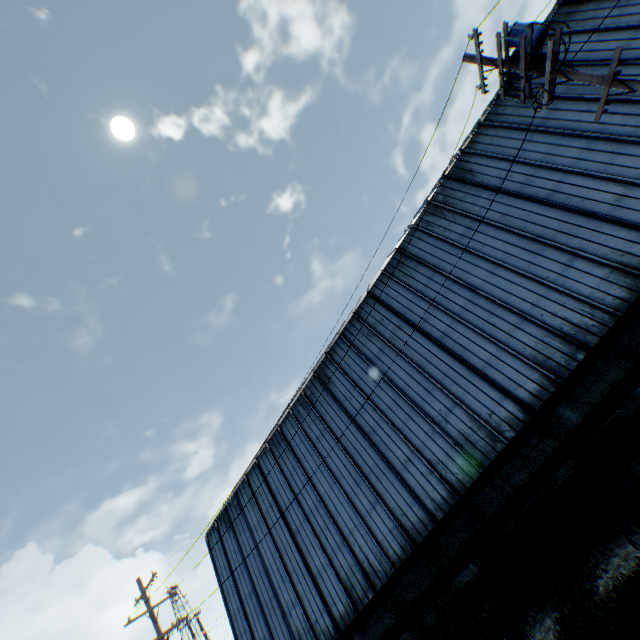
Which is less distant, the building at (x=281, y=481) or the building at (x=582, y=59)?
the building at (x=281, y=481)

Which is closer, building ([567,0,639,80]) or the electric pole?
the electric pole

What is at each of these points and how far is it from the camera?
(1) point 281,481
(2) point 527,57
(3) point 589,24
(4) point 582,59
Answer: (1) building, 19.0m
(2) electric pole, 8.5m
(3) building, 13.7m
(4) building, 13.6m

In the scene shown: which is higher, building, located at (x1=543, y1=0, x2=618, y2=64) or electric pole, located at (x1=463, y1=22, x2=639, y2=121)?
building, located at (x1=543, y1=0, x2=618, y2=64)

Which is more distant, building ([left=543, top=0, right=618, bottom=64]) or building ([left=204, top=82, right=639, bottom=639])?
building ([left=543, top=0, right=618, bottom=64])

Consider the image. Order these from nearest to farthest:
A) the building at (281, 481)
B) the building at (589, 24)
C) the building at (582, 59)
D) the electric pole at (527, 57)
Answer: the electric pole at (527, 57) → the building at (281, 481) → the building at (582, 59) → the building at (589, 24)

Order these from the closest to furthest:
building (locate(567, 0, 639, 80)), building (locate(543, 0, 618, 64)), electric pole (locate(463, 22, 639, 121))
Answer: electric pole (locate(463, 22, 639, 121)) < building (locate(567, 0, 639, 80)) < building (locate(543, 0, 618, 64))

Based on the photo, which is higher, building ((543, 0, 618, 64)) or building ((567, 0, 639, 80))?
building ((543, 0, 618, 64))
